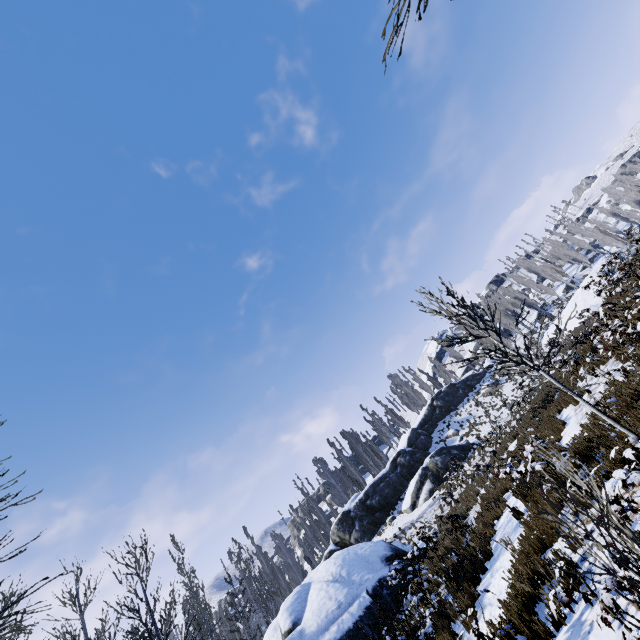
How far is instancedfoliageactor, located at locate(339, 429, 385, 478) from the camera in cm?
4634

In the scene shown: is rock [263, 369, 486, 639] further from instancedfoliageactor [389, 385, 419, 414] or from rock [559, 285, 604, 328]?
rock [559, 285, 604, 328]

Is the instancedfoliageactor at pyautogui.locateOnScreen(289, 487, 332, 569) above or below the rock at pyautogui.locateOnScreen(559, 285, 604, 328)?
above

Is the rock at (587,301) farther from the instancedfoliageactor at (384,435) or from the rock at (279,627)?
Answer: the rock at (279,627)

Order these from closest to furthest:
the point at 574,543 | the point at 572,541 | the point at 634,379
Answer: the point at 572,541, the point at 574,543, the point at 634,379

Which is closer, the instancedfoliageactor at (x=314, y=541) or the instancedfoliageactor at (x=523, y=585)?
the instancedfoliageactor at (x=523, y=585)
